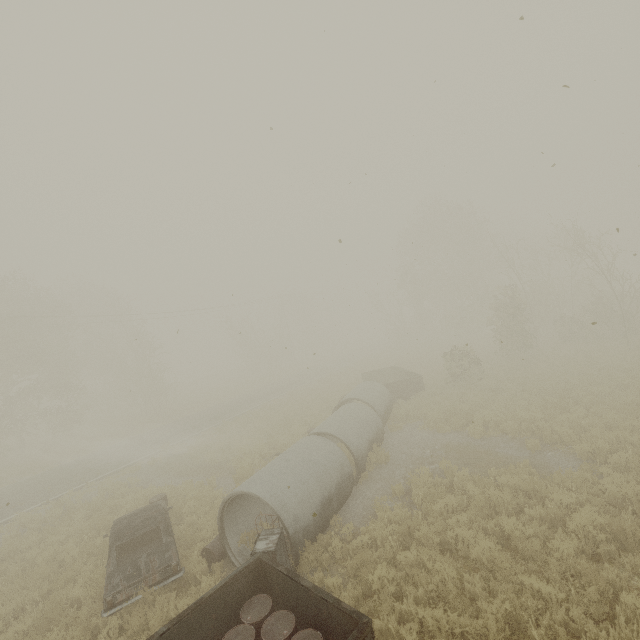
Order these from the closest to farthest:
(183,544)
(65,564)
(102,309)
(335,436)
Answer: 1. (183,544)
2. (65,564)
3. (335,436)
4. (102,309)

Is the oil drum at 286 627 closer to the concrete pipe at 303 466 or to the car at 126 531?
the concrete pipe at 303 466

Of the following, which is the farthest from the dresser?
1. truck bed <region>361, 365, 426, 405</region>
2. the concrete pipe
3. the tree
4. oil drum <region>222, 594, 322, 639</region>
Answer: the tree

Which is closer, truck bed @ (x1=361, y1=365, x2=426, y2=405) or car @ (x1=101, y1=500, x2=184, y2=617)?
car @ (x1=101, y1=500, x2=184, y2=617)

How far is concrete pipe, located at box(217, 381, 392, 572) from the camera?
7.88m

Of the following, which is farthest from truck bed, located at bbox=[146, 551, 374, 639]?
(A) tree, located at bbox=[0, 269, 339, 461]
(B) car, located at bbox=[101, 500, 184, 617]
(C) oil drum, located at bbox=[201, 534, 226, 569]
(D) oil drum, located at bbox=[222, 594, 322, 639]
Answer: (A) tree, located at bbox=[0, 269, 339, 461]

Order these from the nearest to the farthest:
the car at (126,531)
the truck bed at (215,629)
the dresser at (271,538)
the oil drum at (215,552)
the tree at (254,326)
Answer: the truck bed at (215,629) < the dresser at (271,538) < the car at (126,531) < the oil drum at (215,552) < the tree at (254,326)

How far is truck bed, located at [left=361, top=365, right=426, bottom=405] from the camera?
19.5m
